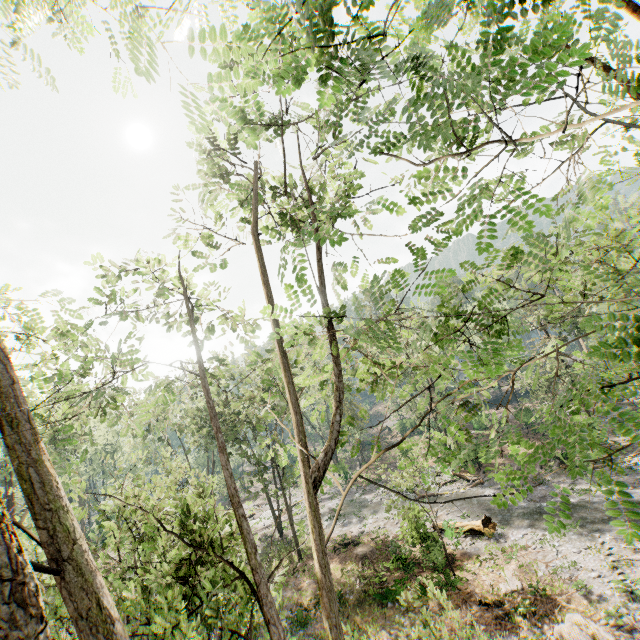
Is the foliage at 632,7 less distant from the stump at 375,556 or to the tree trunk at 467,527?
the tree trunk at 467,527

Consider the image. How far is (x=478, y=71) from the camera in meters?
2.4 m

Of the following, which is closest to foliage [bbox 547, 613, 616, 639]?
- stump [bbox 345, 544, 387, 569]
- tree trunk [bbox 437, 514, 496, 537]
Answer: tree trunk [bbox 437, 514, 496, 537]

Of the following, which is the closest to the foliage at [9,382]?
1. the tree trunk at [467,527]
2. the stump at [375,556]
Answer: the tree trunk at [467,527]

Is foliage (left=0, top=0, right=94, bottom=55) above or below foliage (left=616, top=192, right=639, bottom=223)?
above

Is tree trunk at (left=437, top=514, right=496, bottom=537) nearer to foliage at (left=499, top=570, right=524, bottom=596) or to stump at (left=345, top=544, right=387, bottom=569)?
foliage at (left=499, top=570, right=524, bottom=596)

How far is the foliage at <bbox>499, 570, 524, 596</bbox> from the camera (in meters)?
15.48
